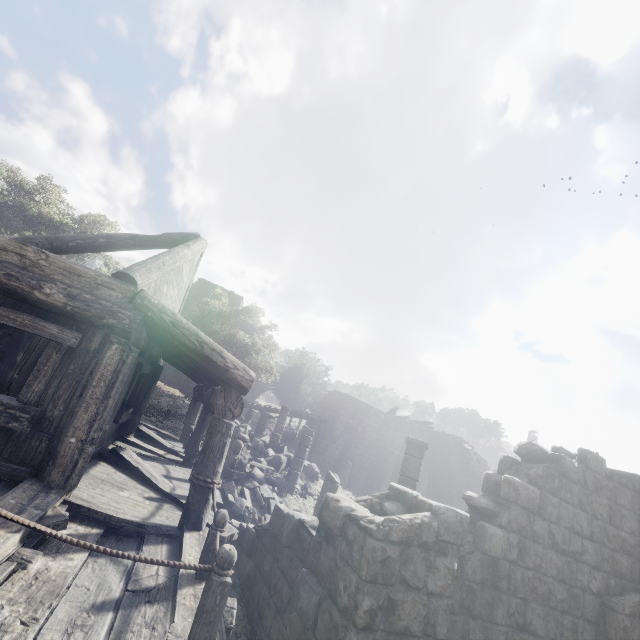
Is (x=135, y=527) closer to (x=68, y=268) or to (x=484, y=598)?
(x=68, y=268)

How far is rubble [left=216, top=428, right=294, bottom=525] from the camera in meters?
10.1

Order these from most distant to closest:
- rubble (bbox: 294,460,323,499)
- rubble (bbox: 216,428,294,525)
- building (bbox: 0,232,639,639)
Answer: rubble (bbox: 294,460,323,499) → rubble (bbox: 216,428,294,525) → building (bbox: 0,232,639,639)

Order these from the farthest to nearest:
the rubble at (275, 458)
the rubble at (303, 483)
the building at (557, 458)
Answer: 1. the rubble at (303, 483)
2. the rubble at (275, 458)
3. the building at (557, 458)

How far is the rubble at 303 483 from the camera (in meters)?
14.60

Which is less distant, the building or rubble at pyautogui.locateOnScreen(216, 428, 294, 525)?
the building
